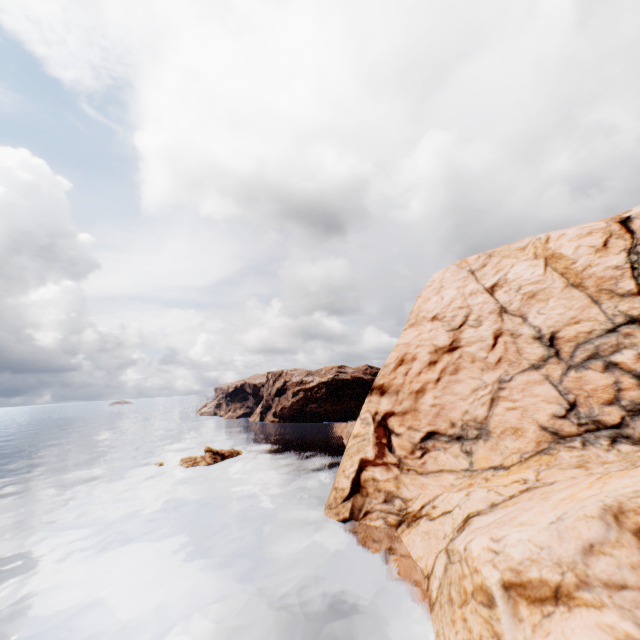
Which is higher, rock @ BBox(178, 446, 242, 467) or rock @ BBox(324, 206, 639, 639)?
rock @ BBox(324, 206, 639, 639)

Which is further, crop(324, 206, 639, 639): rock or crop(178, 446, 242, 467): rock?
crop(178, 446, 242, 467): rock

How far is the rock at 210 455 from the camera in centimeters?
4894cm

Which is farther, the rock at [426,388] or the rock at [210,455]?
the rock at [210,455]

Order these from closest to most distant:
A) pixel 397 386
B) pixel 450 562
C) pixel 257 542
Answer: pixel 450 562
pixel 257 542
pixel 397 386

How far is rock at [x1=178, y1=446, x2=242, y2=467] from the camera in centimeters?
4894cm
